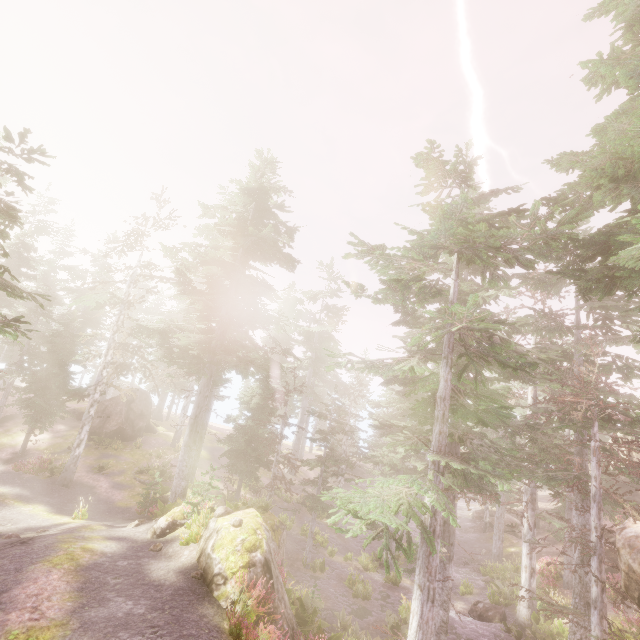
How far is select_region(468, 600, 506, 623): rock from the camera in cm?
1866

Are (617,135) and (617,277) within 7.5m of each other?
yes

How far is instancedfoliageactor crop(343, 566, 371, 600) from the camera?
19.5 meters

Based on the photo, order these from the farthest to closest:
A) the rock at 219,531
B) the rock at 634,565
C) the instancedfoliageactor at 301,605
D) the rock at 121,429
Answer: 1. the rock at 121,429
2. the instancedfoliageactor at 301,605
3. the rock at 219,531
4. the rock at 634,565

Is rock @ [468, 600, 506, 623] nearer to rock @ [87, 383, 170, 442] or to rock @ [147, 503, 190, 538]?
rock @ [147, 503, 190, 538]

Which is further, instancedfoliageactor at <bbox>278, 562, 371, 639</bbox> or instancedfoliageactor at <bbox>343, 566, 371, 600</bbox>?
instancedfoliageactor at <bbox>343, 566, 371, 600</bbox>

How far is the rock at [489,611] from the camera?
18.7 meters

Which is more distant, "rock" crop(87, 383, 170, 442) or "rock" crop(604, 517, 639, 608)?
"rock" crop(87, 383, 170, 442)
